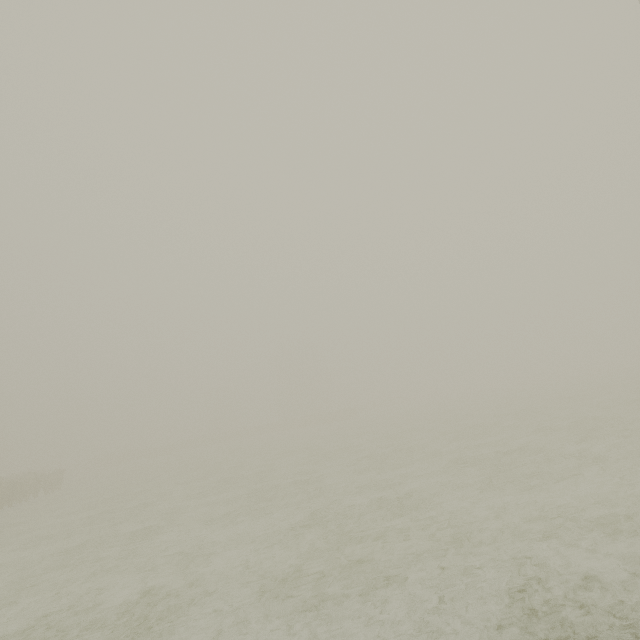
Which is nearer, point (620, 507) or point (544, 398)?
point (620, 507)
